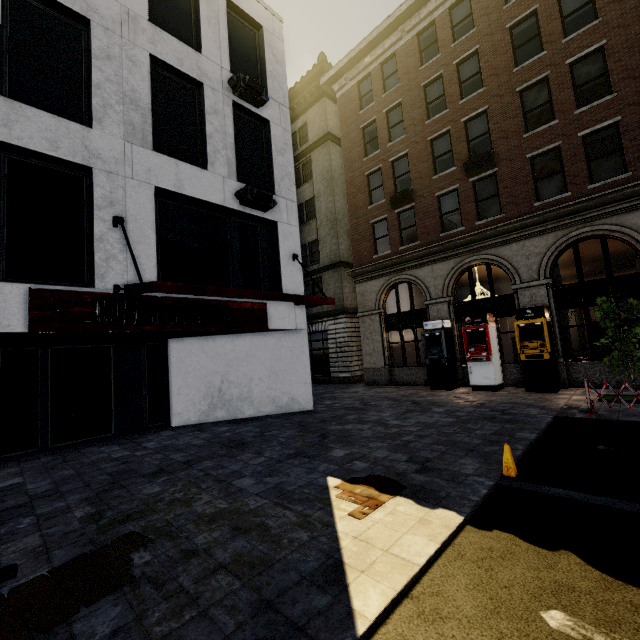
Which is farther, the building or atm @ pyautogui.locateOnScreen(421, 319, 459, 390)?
atm @ pyautogui.locateOnScreen(421, 319, 459, 390)

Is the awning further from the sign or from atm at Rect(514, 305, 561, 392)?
atm at Rect(514, 305, 561, 392)

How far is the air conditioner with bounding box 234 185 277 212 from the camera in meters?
10.4 m

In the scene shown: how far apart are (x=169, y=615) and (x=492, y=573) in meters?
3.0

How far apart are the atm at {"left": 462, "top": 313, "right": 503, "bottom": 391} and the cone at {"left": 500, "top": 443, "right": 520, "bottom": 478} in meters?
8.8

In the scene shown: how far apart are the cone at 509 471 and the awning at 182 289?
6.02m

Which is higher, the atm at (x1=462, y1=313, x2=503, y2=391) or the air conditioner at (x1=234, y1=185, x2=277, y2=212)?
the air conditioner at (x1=234, y1=185, x2=277, y2=212)

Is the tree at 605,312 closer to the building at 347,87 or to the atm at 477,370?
the building at 347,87
